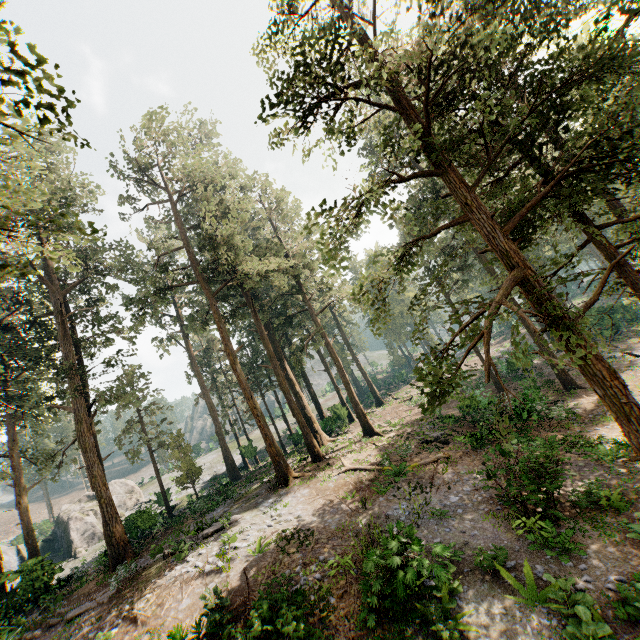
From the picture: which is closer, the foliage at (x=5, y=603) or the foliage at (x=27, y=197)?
the foliage at (x=27, y=197)

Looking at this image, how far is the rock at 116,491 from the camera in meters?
41.4 m

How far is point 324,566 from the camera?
11.3m

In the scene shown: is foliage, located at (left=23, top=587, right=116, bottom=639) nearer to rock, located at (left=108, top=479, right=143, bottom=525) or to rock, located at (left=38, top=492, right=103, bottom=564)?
rock, located at (left=38, top=492, right=103, bottom=564)

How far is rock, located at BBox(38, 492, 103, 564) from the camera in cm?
3647

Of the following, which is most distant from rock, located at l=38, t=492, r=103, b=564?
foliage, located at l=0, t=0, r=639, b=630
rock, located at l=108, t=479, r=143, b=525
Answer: rock, located at l=108, t=479, r=143, b=525

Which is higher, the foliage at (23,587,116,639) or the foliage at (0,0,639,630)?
the foliage at (0,0,639,630)
